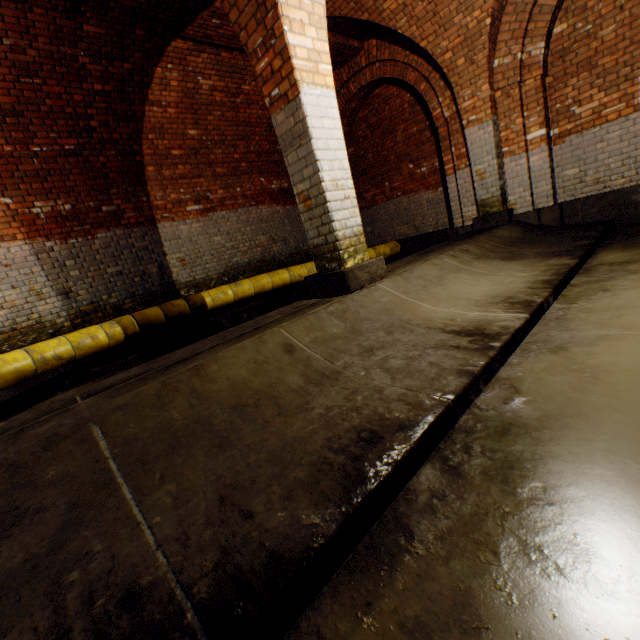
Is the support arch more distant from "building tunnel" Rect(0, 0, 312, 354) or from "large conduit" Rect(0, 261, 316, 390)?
"large conduit" Rect(0, 261, 316, 390)

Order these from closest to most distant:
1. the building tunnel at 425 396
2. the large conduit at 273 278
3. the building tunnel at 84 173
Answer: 1. the building tunnel at 425 396
2. the large conduit at 273 278
3. the building tunnel at 84 173

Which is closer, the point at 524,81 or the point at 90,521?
the point at 90,521

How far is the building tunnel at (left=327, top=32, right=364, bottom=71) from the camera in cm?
639

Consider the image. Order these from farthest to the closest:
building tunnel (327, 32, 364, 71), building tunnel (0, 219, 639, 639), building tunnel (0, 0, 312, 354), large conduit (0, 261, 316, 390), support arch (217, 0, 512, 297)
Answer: building tunnel (327, 32, 364, 71) → building tunnel (0, 0, 312, 354) → large conduit (0, 261, 316, 390) → support arch (217, 0, 512, 297) → building tunnel (0, 219, 639, 639)

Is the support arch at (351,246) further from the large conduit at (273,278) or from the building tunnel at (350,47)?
the large conduit at (273,278)

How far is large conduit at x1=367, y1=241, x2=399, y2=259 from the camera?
8.2m
